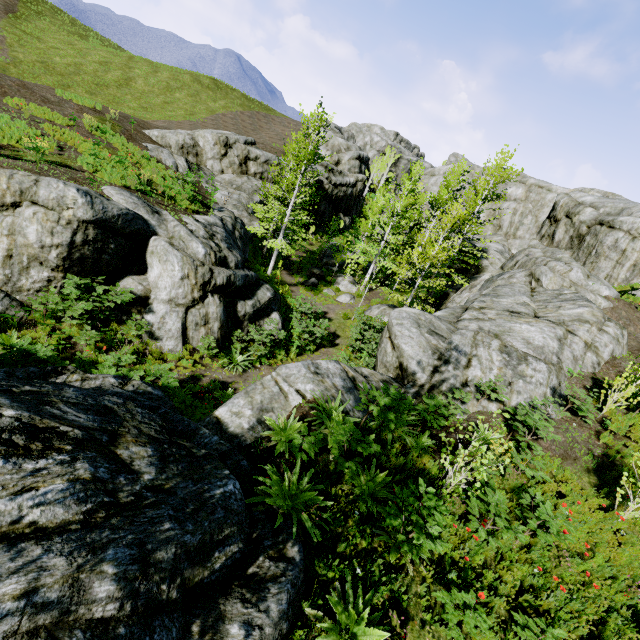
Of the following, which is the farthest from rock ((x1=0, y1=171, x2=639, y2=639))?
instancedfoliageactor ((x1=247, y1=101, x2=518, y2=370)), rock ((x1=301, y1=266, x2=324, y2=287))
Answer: rock ((x1=301, y1=266, x2=324, y2=287))

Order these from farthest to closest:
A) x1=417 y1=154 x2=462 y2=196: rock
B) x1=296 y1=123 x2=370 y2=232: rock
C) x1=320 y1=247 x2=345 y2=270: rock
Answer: x1=417 y1=154 x2=462 y2=196: rock, x1=296 y1=123 x2=370 y2=232: rock, x1=320 y1=247 x2=345 y2=270: rock

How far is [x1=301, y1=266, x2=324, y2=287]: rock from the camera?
25.6m

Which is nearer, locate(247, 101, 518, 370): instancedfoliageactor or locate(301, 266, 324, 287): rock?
locate(247, 101, 518, 370): instancedfoliageactor

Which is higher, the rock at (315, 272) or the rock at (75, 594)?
the rock at (75, 594)

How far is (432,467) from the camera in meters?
7.2 m

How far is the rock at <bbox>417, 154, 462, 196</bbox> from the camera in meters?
41.4

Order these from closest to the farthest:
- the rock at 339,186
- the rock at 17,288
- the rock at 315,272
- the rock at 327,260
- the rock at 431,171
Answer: the rock at 17,288 < the rock at 315,272 < the rock at 327,260 < the rock at 339,186 < the rock at 431,171
